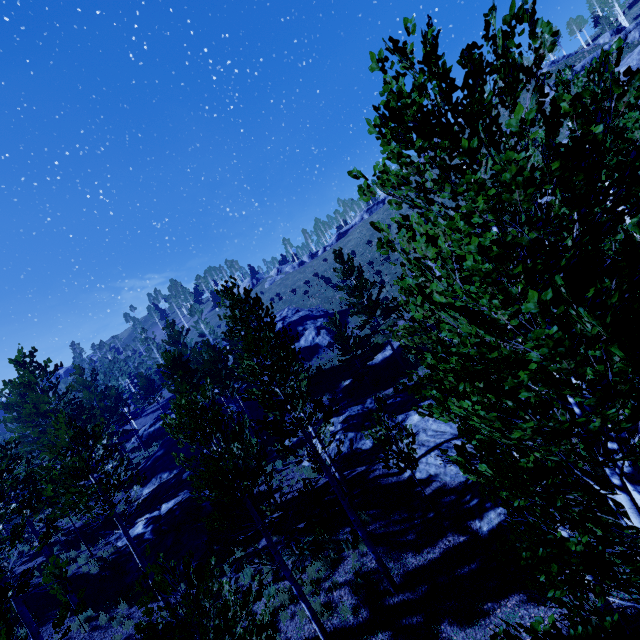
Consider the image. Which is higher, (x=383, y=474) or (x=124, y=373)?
(x=124, y=373)

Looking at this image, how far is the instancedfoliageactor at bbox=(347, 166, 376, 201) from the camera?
2.8m

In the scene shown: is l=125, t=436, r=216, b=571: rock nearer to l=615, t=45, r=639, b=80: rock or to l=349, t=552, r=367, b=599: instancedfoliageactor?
l=349, t=552, r=367, b=599: instancedfoliageactor

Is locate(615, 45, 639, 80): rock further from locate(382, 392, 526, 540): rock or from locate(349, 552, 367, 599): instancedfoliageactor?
locate(382, 392, 526, 540): rock

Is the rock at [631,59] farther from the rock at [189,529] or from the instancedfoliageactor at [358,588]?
the rock at [189,529]

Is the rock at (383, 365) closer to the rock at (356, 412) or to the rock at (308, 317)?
the rock at (356, 412)

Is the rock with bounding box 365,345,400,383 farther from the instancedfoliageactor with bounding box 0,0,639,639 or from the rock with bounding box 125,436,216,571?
the rock with bounding box 125,436,216,571

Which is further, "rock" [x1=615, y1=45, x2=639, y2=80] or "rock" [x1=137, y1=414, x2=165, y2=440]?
"rock" [x1=137, y1=414, x2=165, y2=440]
